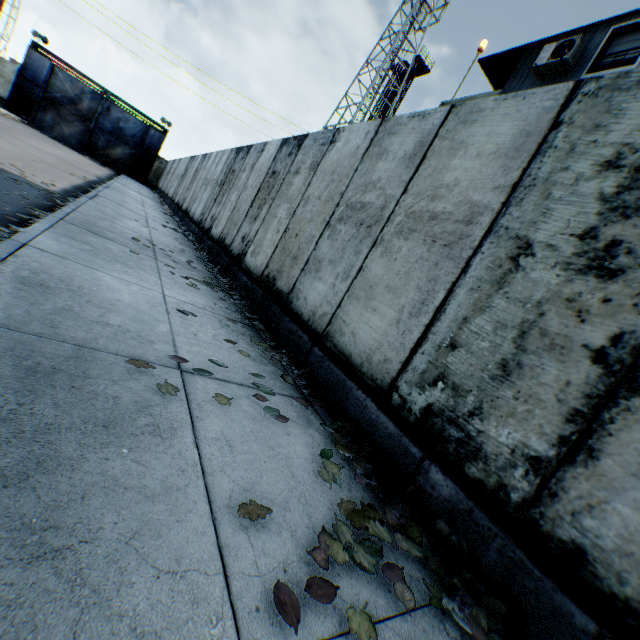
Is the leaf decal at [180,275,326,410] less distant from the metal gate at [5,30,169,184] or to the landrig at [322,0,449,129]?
the landrig at [322,0,449,129]

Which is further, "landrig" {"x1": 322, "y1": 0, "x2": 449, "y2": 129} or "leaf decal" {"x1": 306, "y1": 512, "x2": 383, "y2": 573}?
"landrig" {"x1": 322, "y1": 0, "x2": 449, "y2": 129}

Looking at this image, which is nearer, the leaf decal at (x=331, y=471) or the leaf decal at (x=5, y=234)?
the leaf decal at (x=331, y=471)

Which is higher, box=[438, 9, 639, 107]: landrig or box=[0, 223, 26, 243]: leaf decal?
box=[438, 9, 639, 107]: landrig

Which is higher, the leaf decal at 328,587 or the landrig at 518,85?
the landrig at 518,85

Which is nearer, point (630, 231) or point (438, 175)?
point (630, 231)

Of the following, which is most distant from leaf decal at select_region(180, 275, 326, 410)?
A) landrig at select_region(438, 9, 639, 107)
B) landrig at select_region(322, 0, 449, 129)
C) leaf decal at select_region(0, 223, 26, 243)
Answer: landrig at select_region(322, 0, 449, 129)

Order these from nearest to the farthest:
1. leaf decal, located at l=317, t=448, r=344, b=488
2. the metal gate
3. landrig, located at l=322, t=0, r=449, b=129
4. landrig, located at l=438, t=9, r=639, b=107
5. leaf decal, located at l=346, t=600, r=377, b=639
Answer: leaf decal, located at l=346, t=600, r=377, b=639 → leaf decal, located at l=317, t=448, r=344, b=488 → landrig, located at l=438, t=9, r=639, b=107 → the metal gate → landrig, located at l=322, t=0, r=449, b=129
